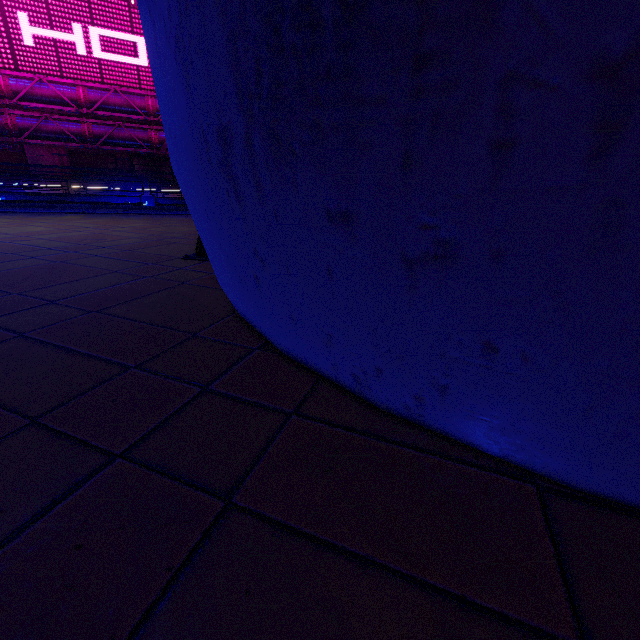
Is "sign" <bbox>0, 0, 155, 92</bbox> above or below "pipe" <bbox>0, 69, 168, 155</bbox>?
above

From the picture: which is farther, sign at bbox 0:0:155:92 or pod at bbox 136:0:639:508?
sign at bbox 0:0:155:92

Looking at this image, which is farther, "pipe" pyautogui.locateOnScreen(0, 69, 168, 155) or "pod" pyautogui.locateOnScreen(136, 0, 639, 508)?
"pipe" pyautogui.locateOnScreen(0, 69, 168, 155)

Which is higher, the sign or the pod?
the sign

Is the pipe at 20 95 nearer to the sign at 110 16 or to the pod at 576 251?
the sign at 110 16

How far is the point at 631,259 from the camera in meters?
0.6

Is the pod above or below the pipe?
below

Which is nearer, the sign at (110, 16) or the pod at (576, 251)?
the pod at (576, 251)
